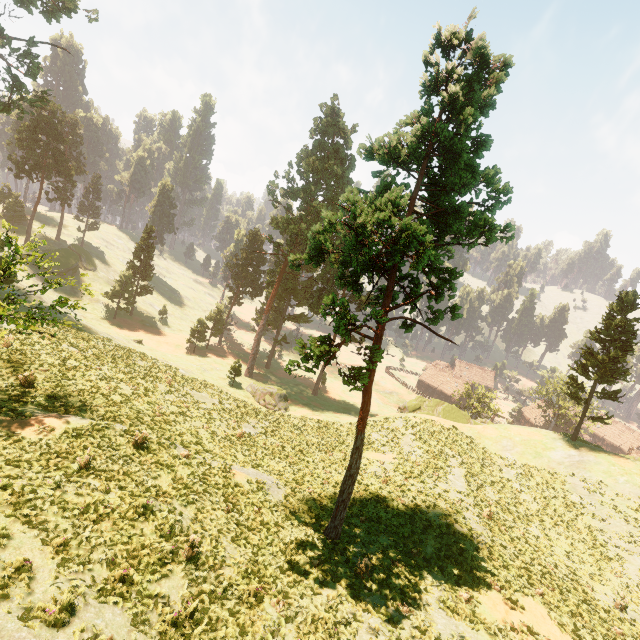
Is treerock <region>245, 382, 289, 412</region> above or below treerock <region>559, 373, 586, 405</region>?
below

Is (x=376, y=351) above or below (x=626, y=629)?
above

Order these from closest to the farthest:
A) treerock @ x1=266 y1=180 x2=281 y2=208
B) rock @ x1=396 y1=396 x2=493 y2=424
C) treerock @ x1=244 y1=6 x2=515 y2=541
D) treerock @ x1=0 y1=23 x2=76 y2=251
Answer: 1. treerock @ x1=244 y1=6 x2=515 y2=541
2. treerock @ x1=0 y1=23 x2=76 y2=251
3. rock @ x1=396 y1=396 x2=493 y2=424
4. treerock @ x1=266 y1=180 x2=281 y2=208

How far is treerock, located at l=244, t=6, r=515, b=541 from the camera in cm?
1258

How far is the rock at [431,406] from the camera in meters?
39.2 m

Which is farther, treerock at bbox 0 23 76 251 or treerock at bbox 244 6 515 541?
treerock at bbox 0 23 76 251

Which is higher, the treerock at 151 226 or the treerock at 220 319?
the treerock at 151 226
